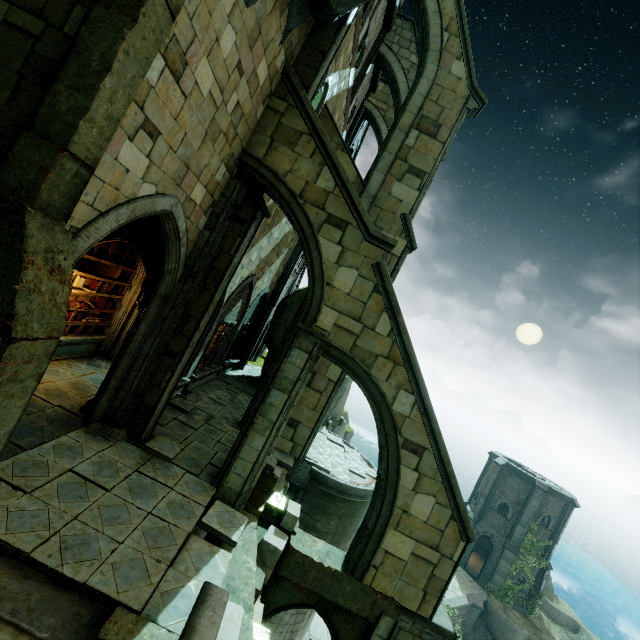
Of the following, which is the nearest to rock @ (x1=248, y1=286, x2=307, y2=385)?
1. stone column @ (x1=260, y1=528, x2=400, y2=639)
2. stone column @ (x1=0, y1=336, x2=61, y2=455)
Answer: stone column @ (x1=0, y1=336, x2=61, y2=455)

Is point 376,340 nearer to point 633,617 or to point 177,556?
point 177,556

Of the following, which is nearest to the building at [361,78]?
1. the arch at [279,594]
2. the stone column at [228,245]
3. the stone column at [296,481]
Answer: the stone column at [228,245]

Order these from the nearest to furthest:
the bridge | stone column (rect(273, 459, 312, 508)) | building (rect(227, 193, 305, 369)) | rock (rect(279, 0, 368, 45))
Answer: rock (rect(279, 0, 368, 45)), stone column (rect(273, 459, 312, 508)), building (rect(227, 193, 305, 369)), the bridge

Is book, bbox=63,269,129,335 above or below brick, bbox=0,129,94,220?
below

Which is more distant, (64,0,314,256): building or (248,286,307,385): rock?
(248,286,307,385): rock

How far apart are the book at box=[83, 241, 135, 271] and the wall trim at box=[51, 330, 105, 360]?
2.8 meters

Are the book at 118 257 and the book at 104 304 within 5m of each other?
yes
